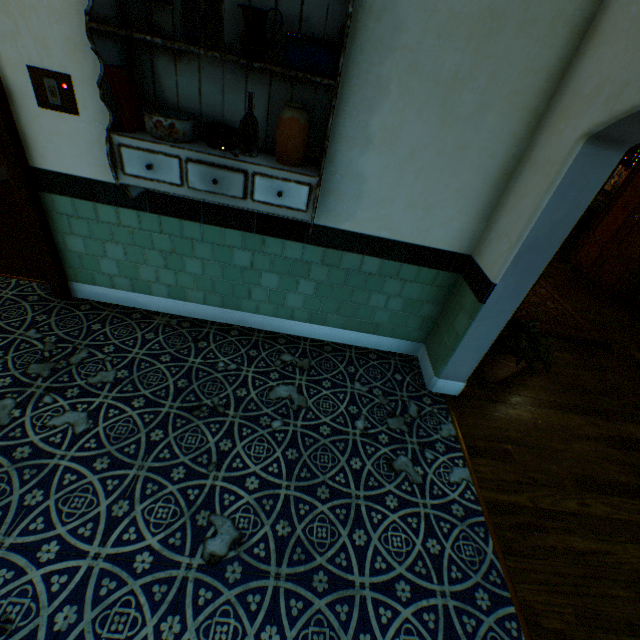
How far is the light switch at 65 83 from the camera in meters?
1.9 m

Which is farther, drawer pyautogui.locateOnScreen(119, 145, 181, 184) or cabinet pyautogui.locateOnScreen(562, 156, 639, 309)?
cabinet pyautogui.locateOnScreen(562, 156, 639, 309)

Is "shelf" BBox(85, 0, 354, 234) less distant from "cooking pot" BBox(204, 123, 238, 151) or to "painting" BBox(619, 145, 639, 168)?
"cooking pot" BBox(204, 123, 238, 151)

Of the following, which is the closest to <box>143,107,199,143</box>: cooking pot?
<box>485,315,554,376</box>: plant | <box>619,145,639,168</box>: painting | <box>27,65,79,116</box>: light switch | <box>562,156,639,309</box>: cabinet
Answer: <box>27,65,79,116</box>: light switch

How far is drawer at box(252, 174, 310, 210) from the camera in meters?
1.9

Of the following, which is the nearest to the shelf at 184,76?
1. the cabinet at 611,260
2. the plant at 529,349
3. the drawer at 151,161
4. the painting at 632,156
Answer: the drawer at 151,161

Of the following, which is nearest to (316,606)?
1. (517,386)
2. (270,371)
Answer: (270,371)
